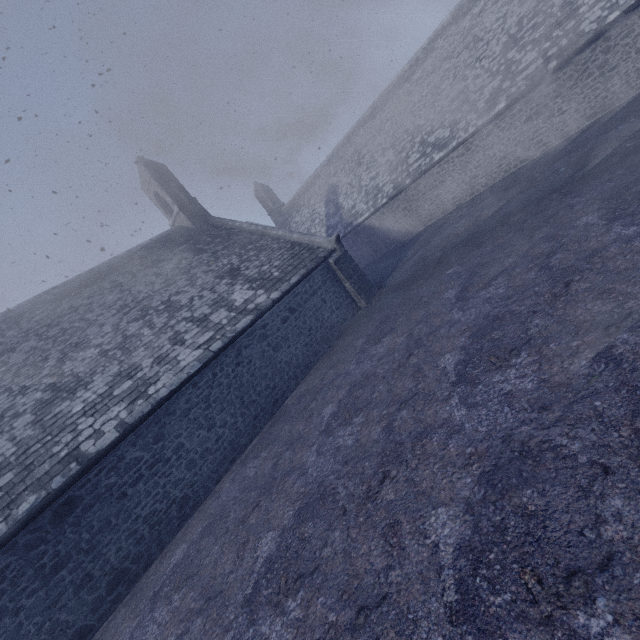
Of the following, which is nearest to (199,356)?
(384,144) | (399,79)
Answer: (384,144)
